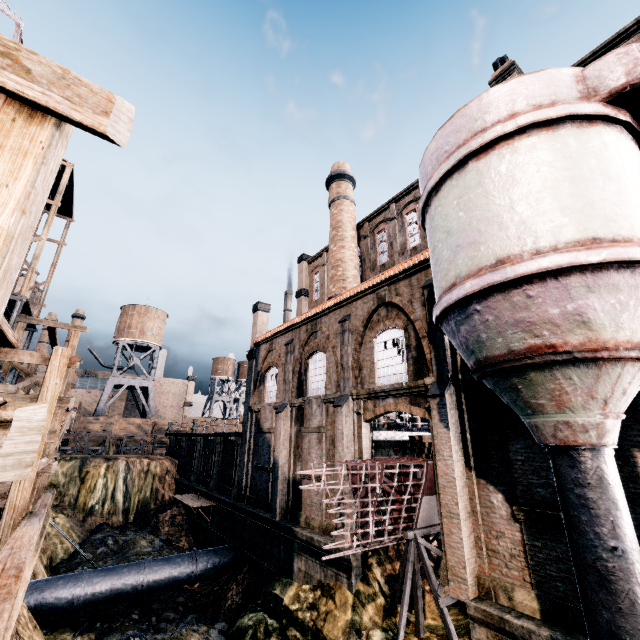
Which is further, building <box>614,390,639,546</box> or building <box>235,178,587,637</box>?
building <box>235,178,587,637</box>

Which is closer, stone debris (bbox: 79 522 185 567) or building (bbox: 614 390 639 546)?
building (bbox: 614 390 639 546)

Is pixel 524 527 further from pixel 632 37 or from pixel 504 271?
pixel 632 37

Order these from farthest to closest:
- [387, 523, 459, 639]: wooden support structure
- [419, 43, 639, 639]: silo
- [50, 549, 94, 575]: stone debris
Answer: [50, 549, 94, 575]: stone debris
[387, 523, 459, 639]: wooden support structure
[419, 43, 639, 639]: silo

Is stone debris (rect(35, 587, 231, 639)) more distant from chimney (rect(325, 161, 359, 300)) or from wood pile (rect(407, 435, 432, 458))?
chimney (rect(325, 161, 359, 300))

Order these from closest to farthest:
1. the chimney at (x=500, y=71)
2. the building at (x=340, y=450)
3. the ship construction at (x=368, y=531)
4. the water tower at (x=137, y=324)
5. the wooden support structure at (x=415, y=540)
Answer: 1. the building at (x=340, y=450)
2. the wooden support structure at (x=415, y=540)
3. the ship construction at (x=368, y=531)
4. the chimney at (x=500, y=71)
5. the water tower at (x=137, y=324)

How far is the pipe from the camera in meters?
15.8 m

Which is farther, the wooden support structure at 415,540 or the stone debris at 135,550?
the stone debris at 135,550
